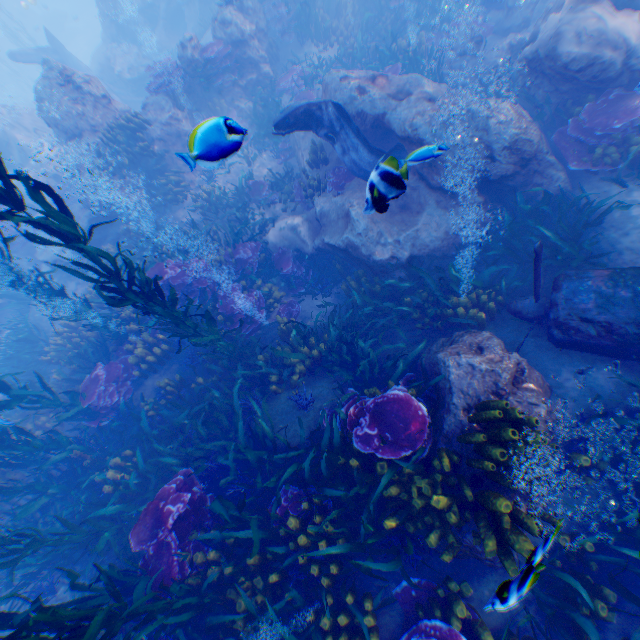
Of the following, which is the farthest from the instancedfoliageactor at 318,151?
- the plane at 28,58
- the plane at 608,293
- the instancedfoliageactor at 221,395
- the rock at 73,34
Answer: the plane at 28,58

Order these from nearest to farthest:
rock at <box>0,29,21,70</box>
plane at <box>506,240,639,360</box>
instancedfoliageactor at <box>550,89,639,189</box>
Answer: plane at <box>506,240,639,360</box>
instancedfoliageactor at <box>550,89,639,189</box>
rock at <box>0,29,21,70</box>

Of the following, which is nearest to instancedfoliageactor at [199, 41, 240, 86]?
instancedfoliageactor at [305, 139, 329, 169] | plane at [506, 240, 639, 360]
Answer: plane at [506, 240, 639, 360]

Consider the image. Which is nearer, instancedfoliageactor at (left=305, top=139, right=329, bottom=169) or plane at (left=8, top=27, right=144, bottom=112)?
instancedfoliageactor at (left=305, top=139, right=329, bottom=169)

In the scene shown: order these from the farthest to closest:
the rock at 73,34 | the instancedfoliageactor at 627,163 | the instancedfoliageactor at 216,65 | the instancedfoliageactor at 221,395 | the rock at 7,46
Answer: the rock at 73,34, the rock at 7,46, the instancedfoliageactor at 216,65, the instancedfoliageactor at 627,163, the instancedfoliageactor at 221,395

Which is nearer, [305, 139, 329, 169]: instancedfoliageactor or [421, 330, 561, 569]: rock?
[421, 330, 561, 569]: rock

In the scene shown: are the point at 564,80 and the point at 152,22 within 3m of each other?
no

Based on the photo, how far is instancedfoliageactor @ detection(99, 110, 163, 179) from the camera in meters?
10.0 m
